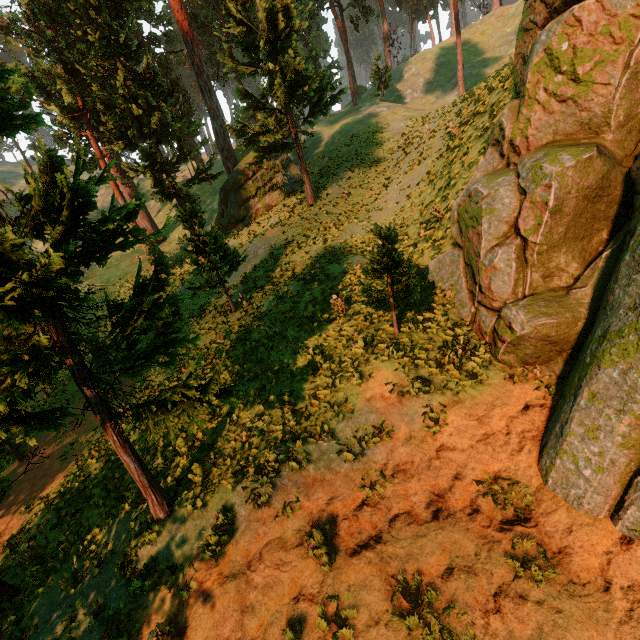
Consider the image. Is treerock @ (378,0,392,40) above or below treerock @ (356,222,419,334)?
above

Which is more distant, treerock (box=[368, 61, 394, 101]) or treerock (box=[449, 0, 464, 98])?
treerock (box=[368, 61, 394, 101])

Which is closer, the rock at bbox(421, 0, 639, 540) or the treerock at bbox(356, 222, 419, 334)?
the rock at bbox(421, 0, 639, 540)

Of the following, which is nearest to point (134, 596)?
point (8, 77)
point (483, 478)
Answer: point (483, 478)

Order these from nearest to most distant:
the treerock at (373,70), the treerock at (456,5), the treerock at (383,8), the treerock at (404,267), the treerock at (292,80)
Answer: the treerock at (292,80)
the treerock at (404,267)
the treerock at (456,5)
the treerock at (373,70)
the treerock at (383,8)

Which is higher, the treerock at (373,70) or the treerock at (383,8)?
the treerock at (383,8)

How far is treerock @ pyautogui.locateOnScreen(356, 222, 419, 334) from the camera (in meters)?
9.27
